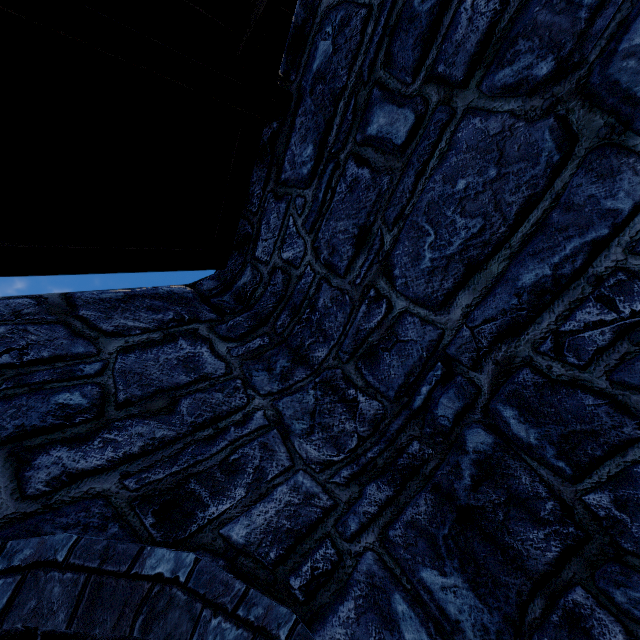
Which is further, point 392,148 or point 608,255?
point 392,148
